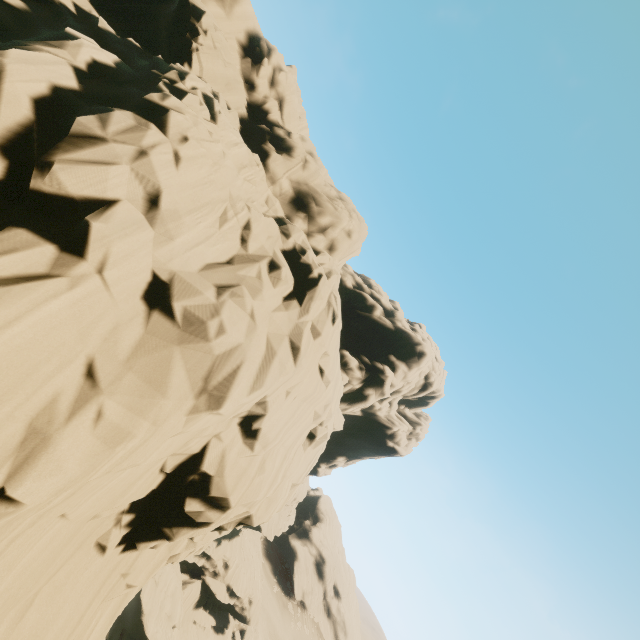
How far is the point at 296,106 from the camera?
29.2m
